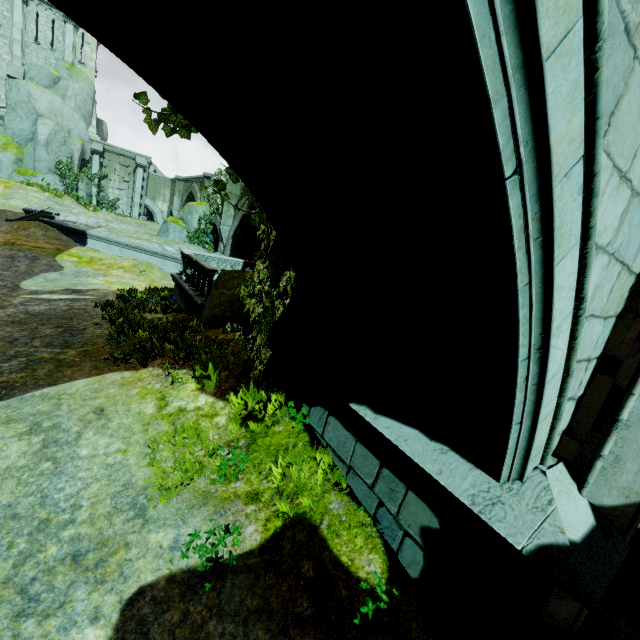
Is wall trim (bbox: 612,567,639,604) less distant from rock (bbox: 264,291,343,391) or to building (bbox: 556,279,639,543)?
building (bbox: 556,279,639,543)

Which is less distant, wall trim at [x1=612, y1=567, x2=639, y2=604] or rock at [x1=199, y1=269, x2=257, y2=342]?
wall trim at [x1=612, y1=567, x2=639, y2=604]

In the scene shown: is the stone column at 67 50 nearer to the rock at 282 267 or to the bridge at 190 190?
the bridge at 190 190

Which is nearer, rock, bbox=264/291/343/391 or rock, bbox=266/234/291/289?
rock, bbox=264/291/343/391

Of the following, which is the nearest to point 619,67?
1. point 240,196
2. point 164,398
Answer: point 164,398

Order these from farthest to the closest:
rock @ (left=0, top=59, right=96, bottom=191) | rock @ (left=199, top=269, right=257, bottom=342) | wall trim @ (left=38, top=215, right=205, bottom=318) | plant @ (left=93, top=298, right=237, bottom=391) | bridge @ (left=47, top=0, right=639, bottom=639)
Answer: A: rock @ (left=0, top=59, right=96, bottom=191) < wall trim @ (left=38, top=215, right=205, bottom=318) < rock @ (left=199, top=269, right=257, bottom=342) < plant @ (left=93, top=298, right=237, bottom=391) < bridge @ (left=47, top=0, right=639, bottom=639)

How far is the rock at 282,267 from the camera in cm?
594

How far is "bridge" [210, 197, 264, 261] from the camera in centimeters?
1755cm
